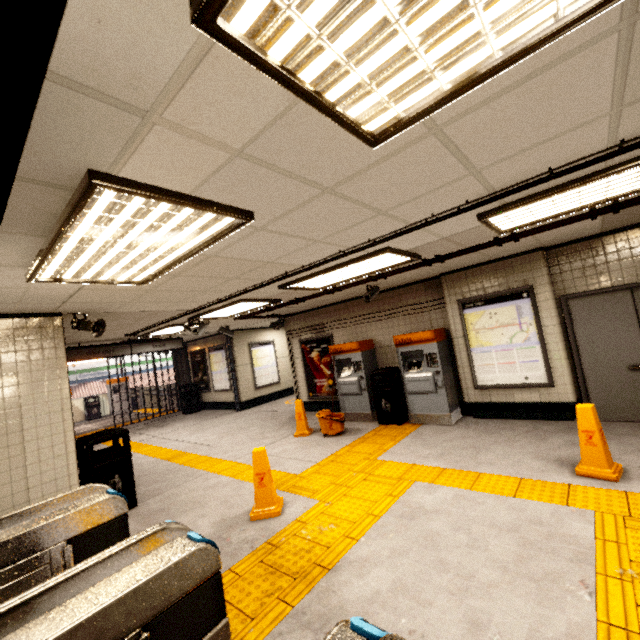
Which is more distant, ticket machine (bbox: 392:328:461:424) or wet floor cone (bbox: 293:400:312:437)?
wet floor cone (bbox: 293:400:312:437)

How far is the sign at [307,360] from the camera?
8.9 meters

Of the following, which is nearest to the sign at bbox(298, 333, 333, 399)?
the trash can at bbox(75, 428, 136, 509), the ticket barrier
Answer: the trash can at bbox(75, 428, 136, 509)

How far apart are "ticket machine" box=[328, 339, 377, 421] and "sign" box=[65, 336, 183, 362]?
5.1m

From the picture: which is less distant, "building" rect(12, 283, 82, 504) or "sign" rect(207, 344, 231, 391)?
"building" rect(12, 283, 82, 504)

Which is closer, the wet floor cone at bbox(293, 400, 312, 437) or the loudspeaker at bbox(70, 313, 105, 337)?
the loudspeaker at bbox(70, 313, 105, 337)

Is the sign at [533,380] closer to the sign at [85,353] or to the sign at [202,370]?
the sign at [85,353]

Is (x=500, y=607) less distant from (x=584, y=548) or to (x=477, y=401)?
(x=584, y=548)
